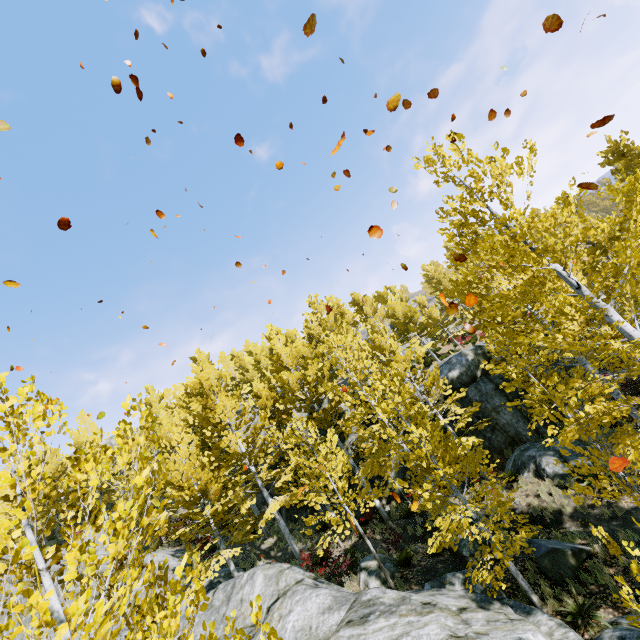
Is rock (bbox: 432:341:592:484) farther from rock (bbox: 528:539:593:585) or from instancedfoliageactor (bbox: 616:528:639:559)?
rock (bbox: 528:539:593:585)

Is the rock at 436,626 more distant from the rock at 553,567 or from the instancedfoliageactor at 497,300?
the rock at 553,567

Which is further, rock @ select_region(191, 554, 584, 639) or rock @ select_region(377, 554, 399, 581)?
rock @ select_region(377, 554, 399, 581)

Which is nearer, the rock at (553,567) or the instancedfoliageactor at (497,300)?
the instancedfoliageactor at (497,300)

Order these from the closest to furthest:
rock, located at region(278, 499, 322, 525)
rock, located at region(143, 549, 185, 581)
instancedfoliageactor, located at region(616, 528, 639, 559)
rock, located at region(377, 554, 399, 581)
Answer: instancedfoliageactor, located at region(616, 528, 639, 559) < rock, located at region(377, 554, 399, 581) < rock, located at region(143, 549, 185, 581) < rock, located at region(278, 499, 322, 525)

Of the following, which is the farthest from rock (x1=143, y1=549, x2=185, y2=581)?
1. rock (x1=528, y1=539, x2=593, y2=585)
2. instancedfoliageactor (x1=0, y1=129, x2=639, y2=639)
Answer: rock (x1=528, y1=539, x2=593, y2=585)

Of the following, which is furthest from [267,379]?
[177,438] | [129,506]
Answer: [129,506]
